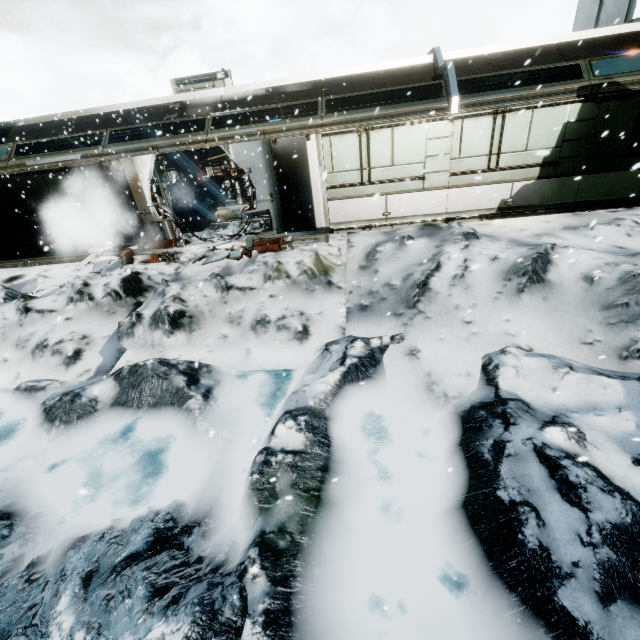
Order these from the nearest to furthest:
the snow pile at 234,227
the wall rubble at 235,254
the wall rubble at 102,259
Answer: the wall rubble at 235,254 → the wall rubble at 102,259 → the snow pile at 234,227

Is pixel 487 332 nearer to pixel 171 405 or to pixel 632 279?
pixel 632 279

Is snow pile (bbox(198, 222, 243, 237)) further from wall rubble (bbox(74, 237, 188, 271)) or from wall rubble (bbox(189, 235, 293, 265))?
wall rubble (bbox(189, 235, 293, 265))

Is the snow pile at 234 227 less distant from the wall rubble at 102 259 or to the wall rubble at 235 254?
the wall rubble at 102 259

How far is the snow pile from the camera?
11.12m

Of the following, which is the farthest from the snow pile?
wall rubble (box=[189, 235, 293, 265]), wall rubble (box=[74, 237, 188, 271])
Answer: wall rubble (box=[189, 235, 293, 265])

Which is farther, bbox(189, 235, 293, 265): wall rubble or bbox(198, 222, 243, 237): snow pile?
bbox(198, 222, 243, 237): snow pile
